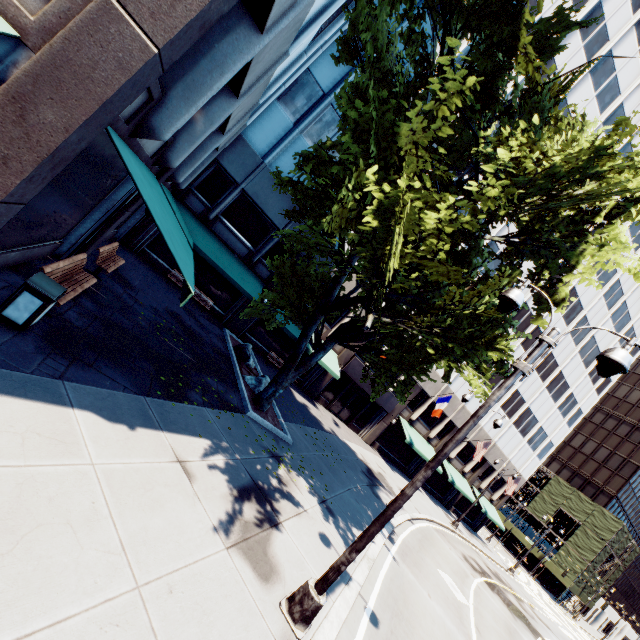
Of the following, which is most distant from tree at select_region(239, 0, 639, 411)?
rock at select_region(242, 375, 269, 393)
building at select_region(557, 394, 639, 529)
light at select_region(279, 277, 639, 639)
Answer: building at select_region(557, 394, 639, 529)

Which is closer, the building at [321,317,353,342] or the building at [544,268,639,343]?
the building at [321,317,353,342]

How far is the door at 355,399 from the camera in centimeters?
2692cm

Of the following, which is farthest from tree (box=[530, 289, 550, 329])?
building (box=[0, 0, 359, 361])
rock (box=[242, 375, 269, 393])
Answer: rock (box=[242, 375, 269, 393])

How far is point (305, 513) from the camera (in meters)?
8.94

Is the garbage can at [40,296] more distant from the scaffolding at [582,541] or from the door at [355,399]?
the scaffolding at [582,541]

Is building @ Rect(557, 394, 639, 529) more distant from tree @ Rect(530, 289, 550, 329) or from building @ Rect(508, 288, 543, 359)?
tree @ Rect(530, 289, 550, 329)

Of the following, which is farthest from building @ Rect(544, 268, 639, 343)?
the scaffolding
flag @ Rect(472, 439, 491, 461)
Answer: the scaffolding
